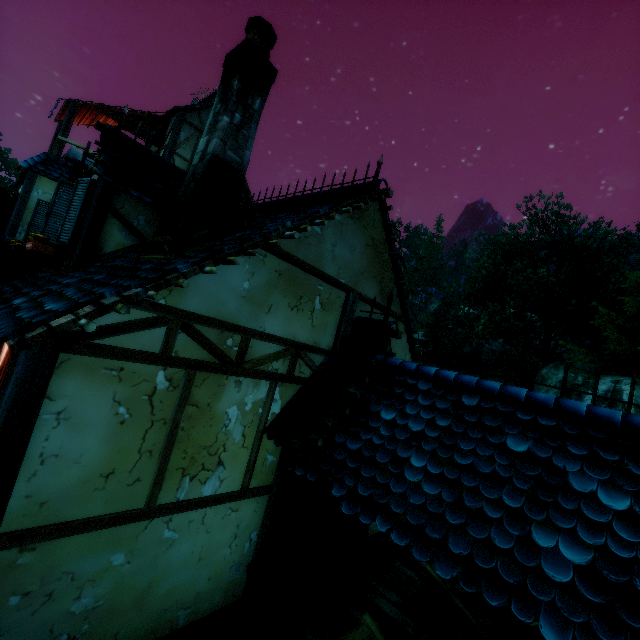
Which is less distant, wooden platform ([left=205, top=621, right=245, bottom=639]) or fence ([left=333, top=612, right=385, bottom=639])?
fence ([left=333, top=612, right=385, bottom=639])

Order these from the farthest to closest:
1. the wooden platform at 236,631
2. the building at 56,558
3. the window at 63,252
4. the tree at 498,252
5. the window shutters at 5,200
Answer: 1. the tree at 498,252
2. the window shutters at 5,200
3. the window at 63,252
4. the wooden platform at 236,631
5. the building at 56,558

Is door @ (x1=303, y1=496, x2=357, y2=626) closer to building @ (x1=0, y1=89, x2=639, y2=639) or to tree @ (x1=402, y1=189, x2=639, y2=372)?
building @ (x1=0, y1=89, x2=639, y2=639)

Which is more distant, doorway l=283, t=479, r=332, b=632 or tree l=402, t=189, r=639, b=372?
tree l=402, t=189, r=639, b=372

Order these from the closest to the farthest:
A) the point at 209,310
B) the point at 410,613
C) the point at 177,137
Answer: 1. the point at 209,310
2. the point at 410,613
3. the point at 177,137

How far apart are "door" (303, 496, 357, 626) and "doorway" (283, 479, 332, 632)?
0.00m

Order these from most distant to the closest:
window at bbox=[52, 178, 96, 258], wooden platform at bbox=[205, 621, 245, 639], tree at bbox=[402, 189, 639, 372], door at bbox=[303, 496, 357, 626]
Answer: tree at bbox=[402, 189, 639, 372], window at bbox=[52, 178, 96, 258], door at bbox=[303, 496, 357, 626], wooden platform at bbox=[205, 621, 245, 639]

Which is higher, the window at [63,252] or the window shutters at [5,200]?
the window shutters at [5,200]
